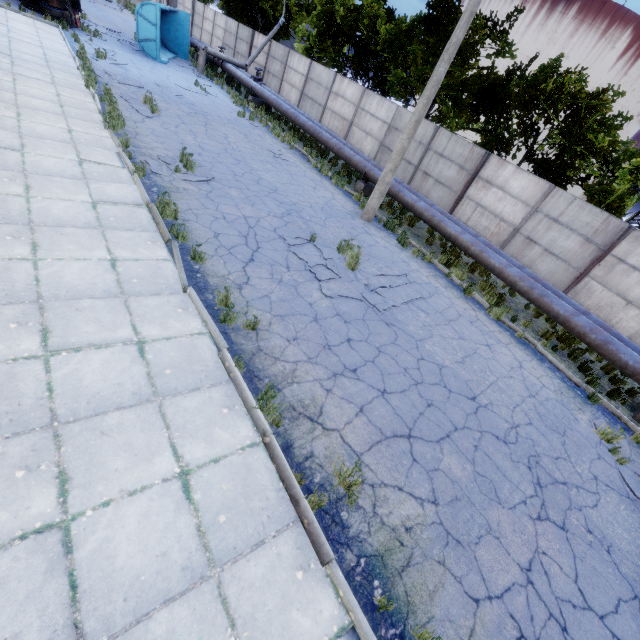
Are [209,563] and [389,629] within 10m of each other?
yes

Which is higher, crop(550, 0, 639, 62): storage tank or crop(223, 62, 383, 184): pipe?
crop(550, 0, 639, 62): storage tank

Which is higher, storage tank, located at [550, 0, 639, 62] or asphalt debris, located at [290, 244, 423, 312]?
storage tank, located at [550, 0, 639, 62]

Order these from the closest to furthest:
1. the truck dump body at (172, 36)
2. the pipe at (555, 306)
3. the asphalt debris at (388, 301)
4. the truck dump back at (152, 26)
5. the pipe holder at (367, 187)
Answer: the asphalt debris at (388, 301), the pipe at (555, 306), the pipe holder at (367, 187), the truck dump back at (152, 26), the truck dump body at (172, 36)

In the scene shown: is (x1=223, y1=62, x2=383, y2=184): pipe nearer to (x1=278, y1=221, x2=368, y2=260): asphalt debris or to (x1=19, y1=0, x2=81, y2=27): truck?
(x1=278, y1=221, x2=368, y2=260): asphalt debris

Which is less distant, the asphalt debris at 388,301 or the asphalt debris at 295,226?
the asphalt debris at 388,301

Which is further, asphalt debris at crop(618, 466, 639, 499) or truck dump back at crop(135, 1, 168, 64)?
truck dump back at crop(135, 1, 168, 64)

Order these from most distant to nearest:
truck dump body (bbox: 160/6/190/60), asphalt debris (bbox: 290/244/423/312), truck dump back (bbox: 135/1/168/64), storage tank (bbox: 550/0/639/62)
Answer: storage tank (bbox: 550/0/639/62) < truck dump body (bbox: 160/6/190/60) < truck dump back (bbox: 135/1/168/64) < asphalt debris (bbox: 290/244/423/312)
